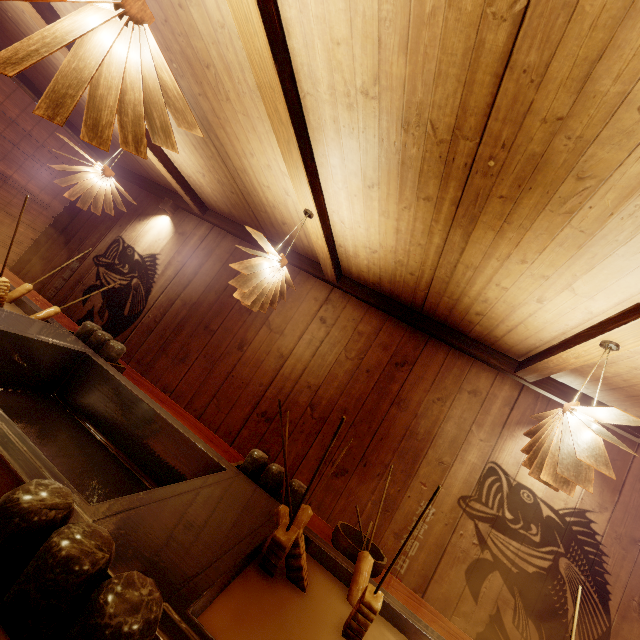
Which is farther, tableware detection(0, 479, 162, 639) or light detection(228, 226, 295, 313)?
light detection(228, 226, 295, 313)

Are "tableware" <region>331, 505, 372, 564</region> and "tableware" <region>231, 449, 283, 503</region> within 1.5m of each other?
yes

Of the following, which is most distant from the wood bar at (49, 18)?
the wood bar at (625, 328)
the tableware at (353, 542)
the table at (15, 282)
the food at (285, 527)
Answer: the wood bar at (625, 328)

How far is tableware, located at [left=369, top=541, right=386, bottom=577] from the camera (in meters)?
2.74

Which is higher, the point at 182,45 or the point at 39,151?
the point at 182,45

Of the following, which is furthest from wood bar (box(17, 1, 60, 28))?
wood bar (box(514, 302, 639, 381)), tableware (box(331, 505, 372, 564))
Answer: wood bar (box(514, 302, 639, 381))

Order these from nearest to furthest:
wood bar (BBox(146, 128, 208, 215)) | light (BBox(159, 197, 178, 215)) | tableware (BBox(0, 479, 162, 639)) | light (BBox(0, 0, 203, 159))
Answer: tableware (BBox(0, 479, 162, 639)) → light (BBox(0, 0, 203, 159)) → wood bar (BBox(146, 128, 208, 215)) → light (BBox(159, 197, 178, 215))

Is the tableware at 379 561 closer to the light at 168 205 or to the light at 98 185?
the light at 98 185
